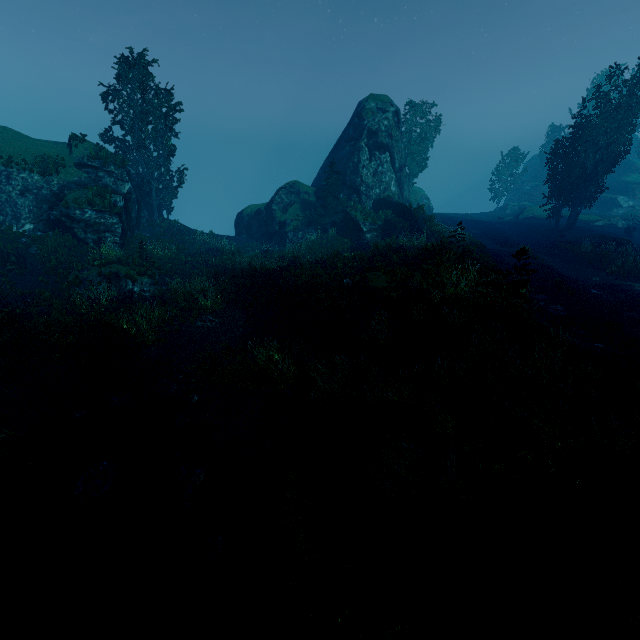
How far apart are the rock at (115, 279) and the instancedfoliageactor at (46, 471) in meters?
10.7 m

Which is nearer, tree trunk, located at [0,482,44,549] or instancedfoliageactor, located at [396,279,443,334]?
tree trunk, located at [0,482,44,549]

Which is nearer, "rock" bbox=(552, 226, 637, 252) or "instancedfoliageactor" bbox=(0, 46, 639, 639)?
"instancedfoliageactor" bbox=(0, 46, 639, 639)

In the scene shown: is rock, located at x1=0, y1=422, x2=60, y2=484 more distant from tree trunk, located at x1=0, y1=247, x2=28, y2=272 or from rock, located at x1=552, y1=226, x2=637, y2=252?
rock, located at x1=552, y1=226, x2=637, y2=252

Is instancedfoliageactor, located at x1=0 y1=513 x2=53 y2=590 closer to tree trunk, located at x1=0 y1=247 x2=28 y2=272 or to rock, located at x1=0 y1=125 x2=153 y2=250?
rock, located at x1=0 y1=125 x2=153 y2=250

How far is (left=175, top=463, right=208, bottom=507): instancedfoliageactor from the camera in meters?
7.9 m

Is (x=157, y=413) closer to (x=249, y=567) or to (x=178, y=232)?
(x=249, y=567)

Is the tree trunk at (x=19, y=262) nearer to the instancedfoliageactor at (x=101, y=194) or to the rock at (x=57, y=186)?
the rock at (x=57, y=186)
